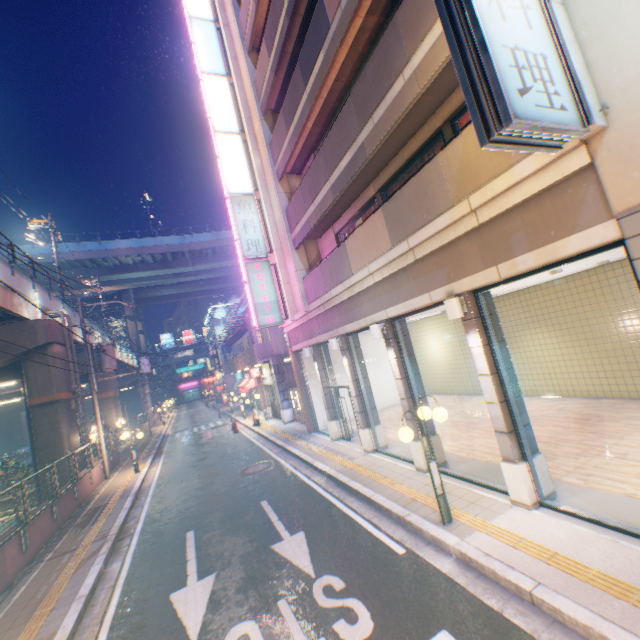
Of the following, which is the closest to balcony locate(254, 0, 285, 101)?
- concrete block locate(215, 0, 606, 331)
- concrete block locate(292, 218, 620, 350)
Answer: concrete block locate(215, 0, 606, 331)

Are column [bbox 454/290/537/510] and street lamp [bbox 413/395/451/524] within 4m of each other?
yes

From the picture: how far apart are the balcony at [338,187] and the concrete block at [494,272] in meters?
3.6

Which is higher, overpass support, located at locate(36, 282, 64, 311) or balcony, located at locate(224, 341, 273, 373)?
overpass support, located at locate(36, 282, 64, 311)

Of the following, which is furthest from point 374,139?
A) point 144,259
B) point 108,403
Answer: point 144,259

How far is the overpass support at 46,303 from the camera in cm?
1919

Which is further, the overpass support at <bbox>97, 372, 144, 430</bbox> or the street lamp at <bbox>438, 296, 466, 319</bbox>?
the overpass support at <bbox>97, 372, 144, 430</bbox>

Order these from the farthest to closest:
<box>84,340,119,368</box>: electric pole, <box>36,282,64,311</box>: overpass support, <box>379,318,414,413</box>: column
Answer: <box>36,282,64,311</box>: overpass support < <box>84,340,119,368</box>: electric pole < <box>379,318,414,413</box>: column
